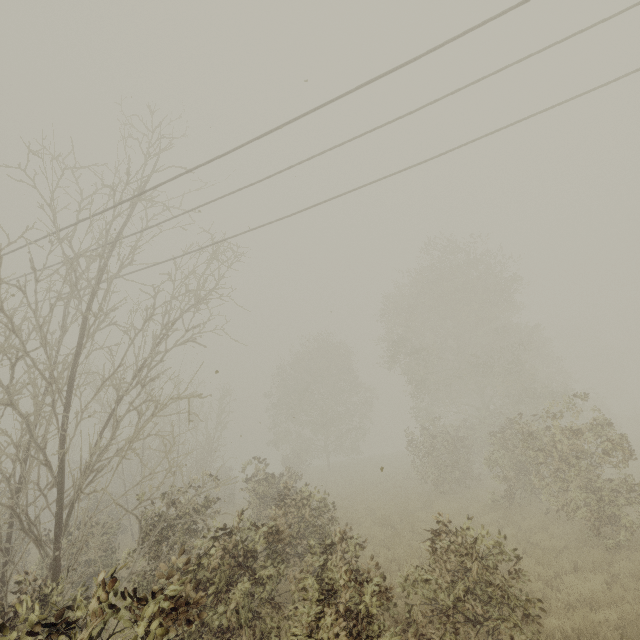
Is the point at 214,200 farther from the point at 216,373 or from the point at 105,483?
the point at 105,483

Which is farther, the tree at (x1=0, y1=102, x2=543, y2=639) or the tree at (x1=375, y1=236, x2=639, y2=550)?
the tree at (x1=375, y1=236, x2=639, y2=550)

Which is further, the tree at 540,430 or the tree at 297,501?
the tree at 540,430
